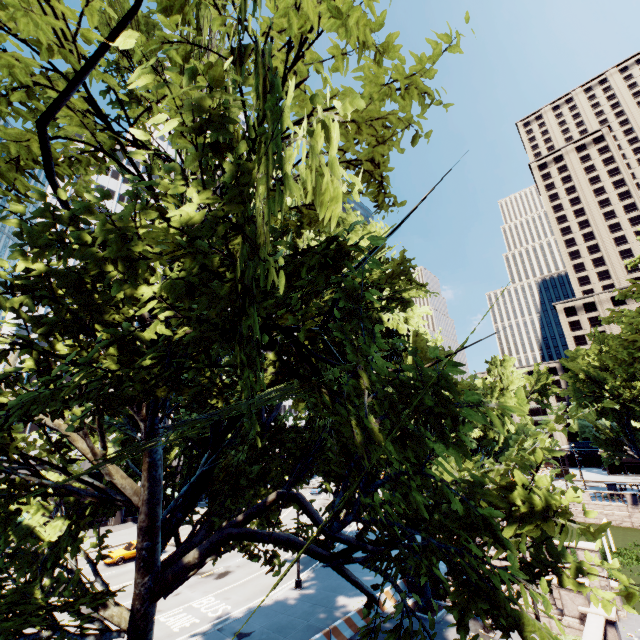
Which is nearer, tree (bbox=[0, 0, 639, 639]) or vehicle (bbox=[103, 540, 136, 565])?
tree (bbox=[0, 0, 639, 639])

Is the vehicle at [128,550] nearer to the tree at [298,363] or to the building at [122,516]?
the building at [122,516]

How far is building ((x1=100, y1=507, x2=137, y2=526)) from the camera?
43.6 meters

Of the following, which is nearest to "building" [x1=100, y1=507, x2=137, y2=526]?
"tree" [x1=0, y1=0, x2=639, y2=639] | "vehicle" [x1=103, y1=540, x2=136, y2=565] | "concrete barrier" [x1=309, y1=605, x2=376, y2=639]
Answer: "tree" [x1=0, y1=0, x2=639, y2=639]

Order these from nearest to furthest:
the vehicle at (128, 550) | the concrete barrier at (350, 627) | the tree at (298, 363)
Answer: the tree at (298, 363)
the concrete barrier at (350, 627)
the vehicle at (128, 550)

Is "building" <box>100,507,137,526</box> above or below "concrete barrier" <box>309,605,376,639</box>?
above

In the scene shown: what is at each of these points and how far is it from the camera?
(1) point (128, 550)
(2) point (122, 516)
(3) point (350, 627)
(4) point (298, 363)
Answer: (1) vehicle, 30.28m
(2) building, 44.91m
(3) concrete barrier, 17.55m
(4) tree, 10.56m

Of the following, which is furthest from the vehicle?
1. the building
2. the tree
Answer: the tree
